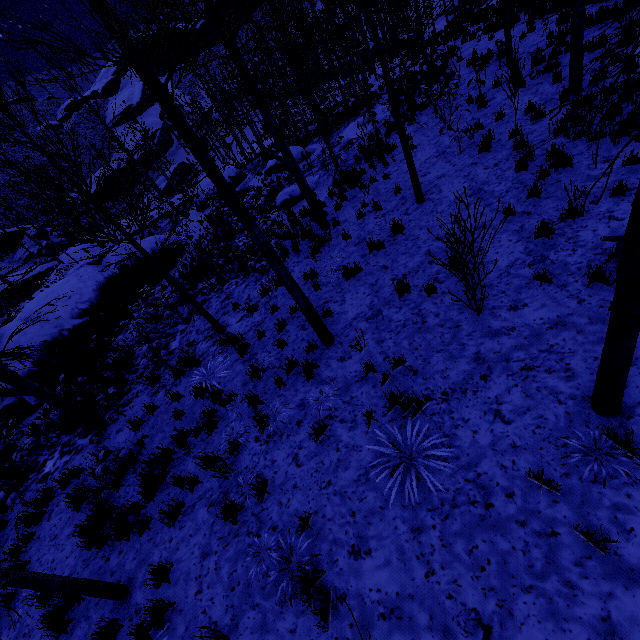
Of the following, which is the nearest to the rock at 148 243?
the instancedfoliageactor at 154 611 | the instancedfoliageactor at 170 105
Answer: the instancedfoliageactor at 170 105

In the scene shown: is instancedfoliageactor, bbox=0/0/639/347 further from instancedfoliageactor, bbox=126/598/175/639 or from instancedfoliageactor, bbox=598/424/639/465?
instancedfoliageactor, bbox=126/598/175/639

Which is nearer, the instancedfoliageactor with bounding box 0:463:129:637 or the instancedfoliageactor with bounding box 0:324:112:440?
the instancedfoliageactor with bounding box 0:463:129:637

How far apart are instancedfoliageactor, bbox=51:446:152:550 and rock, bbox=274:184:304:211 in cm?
616

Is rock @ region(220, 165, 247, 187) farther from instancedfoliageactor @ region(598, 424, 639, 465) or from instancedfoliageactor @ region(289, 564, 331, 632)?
instancedfoliageactor @ region(598, 424, 639, 465)

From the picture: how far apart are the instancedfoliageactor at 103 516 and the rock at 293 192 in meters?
6.2 m

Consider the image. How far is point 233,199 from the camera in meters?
4.4

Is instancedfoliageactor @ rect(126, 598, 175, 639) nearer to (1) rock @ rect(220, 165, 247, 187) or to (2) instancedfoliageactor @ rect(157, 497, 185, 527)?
(2) instancedfoliageactor @ rect(157, 497, 185, 527)
